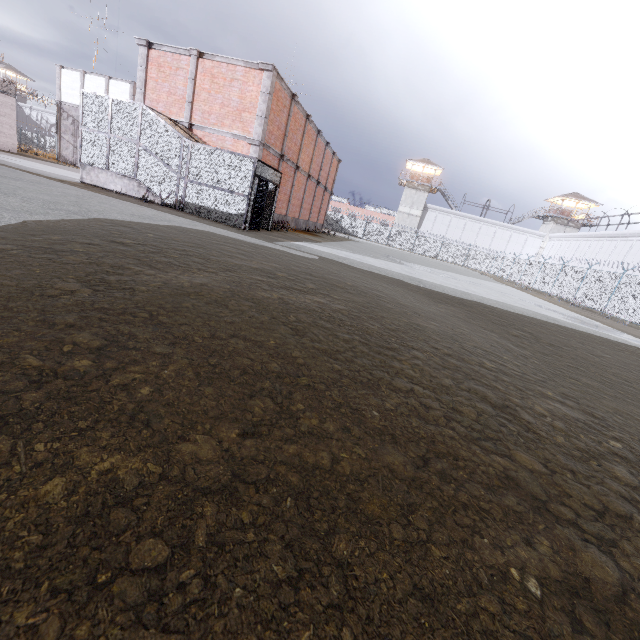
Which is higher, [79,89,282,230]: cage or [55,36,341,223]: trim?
[55,36,341,223]: trim

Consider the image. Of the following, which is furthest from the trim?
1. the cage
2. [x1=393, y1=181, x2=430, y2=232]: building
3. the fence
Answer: [x1=393, y1=181, x2=430, y2=232]: building

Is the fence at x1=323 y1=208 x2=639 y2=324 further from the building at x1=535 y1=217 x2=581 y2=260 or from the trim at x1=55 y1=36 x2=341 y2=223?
the trim at x1=55 y1=36 x2=341 y2=223

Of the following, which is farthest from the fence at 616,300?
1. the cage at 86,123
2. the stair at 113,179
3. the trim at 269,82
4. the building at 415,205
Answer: the stair at 113,179

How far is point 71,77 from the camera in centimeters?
3319cm

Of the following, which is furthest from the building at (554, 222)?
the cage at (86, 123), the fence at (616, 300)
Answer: the cage at (86, 123)

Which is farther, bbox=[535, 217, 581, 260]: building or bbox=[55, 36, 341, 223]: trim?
bbox=[535, 217, 581, 260]: building

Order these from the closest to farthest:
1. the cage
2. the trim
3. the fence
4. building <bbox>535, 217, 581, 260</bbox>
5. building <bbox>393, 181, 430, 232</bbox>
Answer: the cage
the trim
the fence
building <bbox>535, 217, 581, 260</bbox>
building <bbox>393, 181, 430, 232</bbox>
